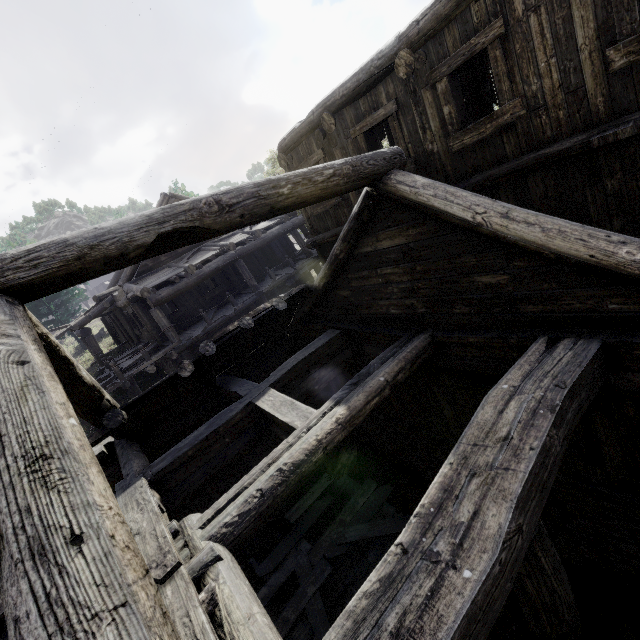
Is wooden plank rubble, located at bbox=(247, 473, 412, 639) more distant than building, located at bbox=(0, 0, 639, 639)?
Yes

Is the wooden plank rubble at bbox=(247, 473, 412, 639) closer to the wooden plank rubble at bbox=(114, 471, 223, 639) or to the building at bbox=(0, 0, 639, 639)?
the building at bbox=(0, 0, 639, 639)

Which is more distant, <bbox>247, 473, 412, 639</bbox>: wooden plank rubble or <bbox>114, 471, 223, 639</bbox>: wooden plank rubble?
<bbox>247, 473, 412, 639</bbox>: wooden plank rubble

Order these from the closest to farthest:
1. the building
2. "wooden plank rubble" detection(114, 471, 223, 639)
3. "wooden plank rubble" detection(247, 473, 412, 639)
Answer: the building
"wooden plank rubble" detection(114, 471, 223, 639)
"wooden plank rubble" detection(247, 473, 412, 639)

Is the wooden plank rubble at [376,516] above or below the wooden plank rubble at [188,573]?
below

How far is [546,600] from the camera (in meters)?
3.13

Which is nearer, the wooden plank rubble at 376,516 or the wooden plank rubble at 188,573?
the wooden plank rubble at 188,573
